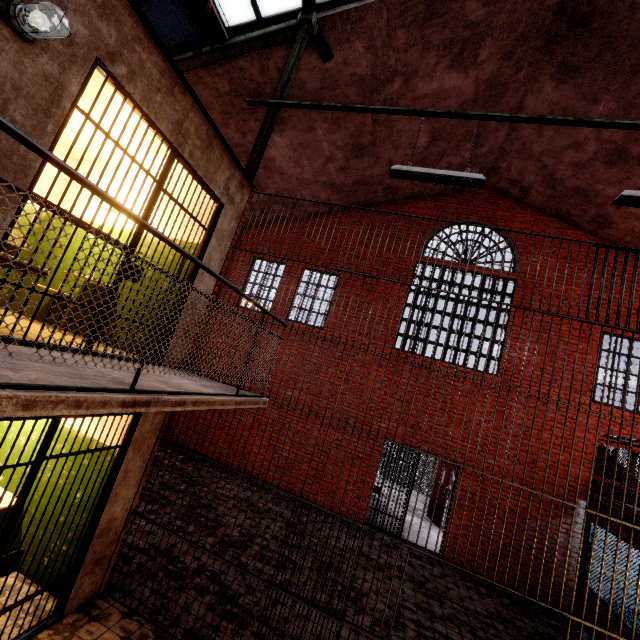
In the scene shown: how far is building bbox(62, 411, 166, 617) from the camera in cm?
383

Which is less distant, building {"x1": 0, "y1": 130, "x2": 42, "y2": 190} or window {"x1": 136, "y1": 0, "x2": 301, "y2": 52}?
building {"x1": 0, "y1": 130, "x2": 42, "y2": 190}

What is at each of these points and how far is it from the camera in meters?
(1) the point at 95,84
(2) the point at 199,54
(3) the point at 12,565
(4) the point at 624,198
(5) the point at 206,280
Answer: (1) building, 3.8 m
(2) support beam, 6.0 m
(3) metal bar, 3.0 m
(4) ceiling light, 3.7 m
(5) building, 4.6 m

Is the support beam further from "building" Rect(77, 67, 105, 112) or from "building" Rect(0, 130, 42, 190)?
"building" Rect(77, 67, 105, 112)

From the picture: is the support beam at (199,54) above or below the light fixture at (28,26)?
above

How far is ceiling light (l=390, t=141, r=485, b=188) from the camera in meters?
4.1

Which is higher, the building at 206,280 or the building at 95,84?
the building at 95,84

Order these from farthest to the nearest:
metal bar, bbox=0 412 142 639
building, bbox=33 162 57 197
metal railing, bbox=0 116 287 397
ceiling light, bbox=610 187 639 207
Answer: building, bbox=33 162 57 197 → ceiling light, bbox=610 187 639 207 → metal bar, bbox=0 412 142 639 → metal railing, bbox=0 116 287 397
